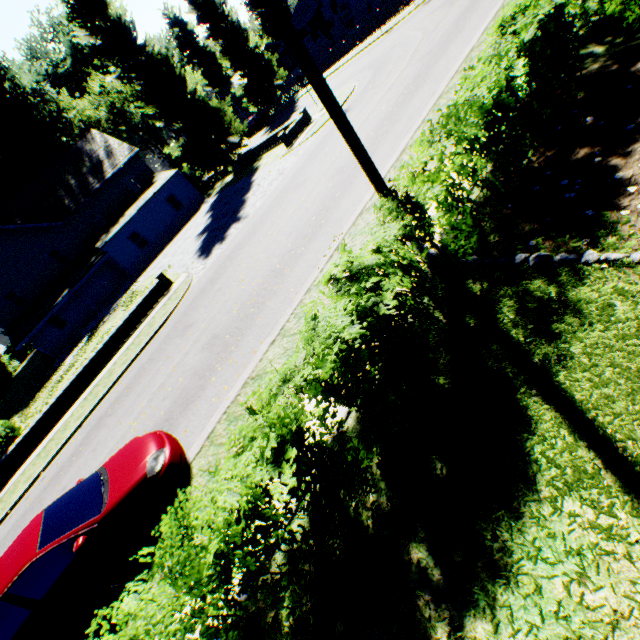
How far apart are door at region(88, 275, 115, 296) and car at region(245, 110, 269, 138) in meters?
25.5

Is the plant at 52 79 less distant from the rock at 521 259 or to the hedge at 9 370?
the hedge at 9 370

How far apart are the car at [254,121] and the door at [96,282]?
25.5m

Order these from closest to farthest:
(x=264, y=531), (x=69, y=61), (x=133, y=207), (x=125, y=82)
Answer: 1. (x=264, y=531)
2. (x=133, y=207)
3. (x=125, y=82)
4. (x=69, y=61)

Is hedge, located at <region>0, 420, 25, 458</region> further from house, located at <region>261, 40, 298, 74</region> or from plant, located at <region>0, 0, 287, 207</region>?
house, located at <region>261, 40, 298, 74</region>

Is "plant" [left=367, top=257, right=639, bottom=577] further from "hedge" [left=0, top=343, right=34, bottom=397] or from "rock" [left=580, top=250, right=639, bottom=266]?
"rock" [left=580, top=250, right=639, bottom=266]

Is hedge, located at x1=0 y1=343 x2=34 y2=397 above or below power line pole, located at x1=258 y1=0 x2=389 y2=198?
below

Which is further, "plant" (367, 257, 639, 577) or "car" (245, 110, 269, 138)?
"car" (245, 110, 269, 138)
